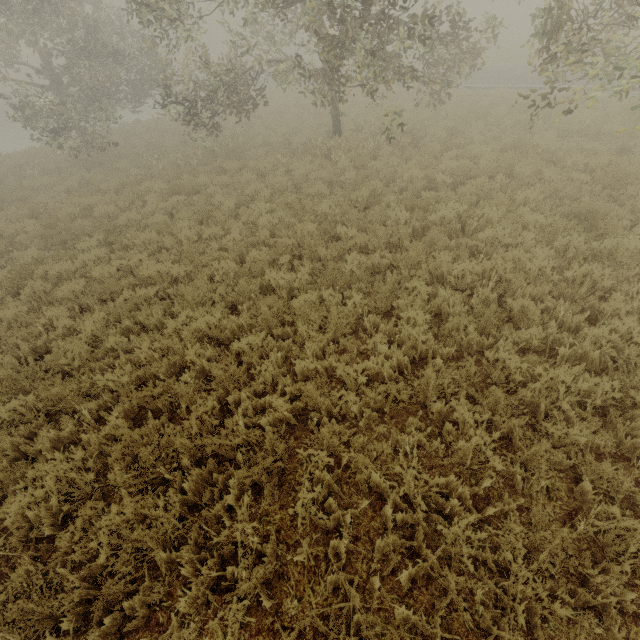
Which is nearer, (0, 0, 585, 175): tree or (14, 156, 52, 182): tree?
(0, 0, 585, 175): tree

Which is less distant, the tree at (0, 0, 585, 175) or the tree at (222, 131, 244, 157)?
the tree at (0, 0, 585, 175)

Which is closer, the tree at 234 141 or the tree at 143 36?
the tree at 143 36

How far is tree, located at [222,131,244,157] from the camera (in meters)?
14.80

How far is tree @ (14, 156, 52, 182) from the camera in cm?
1608

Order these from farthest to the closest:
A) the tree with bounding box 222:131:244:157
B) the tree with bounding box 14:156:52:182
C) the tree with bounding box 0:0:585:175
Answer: the tree with bounding box 14:156:52:182 → the tree with bounding box 222:131:244:157 → the tree with bounding box 0:0:585:175

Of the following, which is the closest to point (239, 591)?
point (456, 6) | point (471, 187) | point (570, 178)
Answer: point (471, 187)

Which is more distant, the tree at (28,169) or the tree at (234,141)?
the tree at (28,169)
